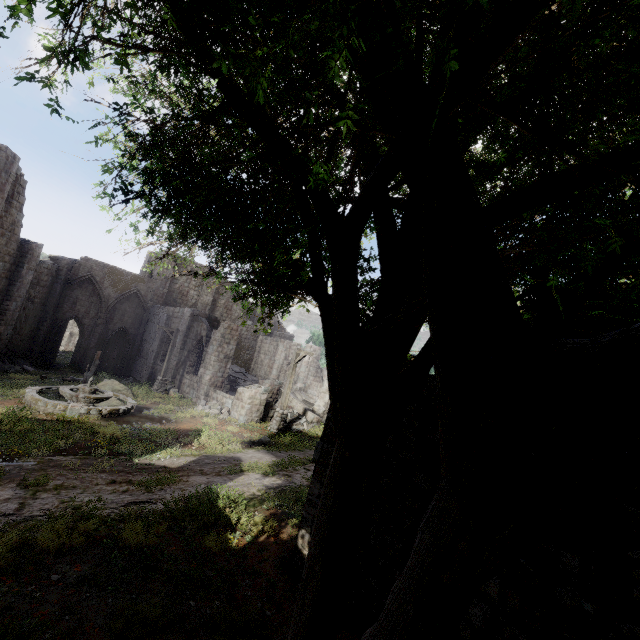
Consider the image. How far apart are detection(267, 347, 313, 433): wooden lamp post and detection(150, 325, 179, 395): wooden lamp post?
Result: 8.7 meters

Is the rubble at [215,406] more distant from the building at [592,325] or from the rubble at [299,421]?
the rubble at [299,421]

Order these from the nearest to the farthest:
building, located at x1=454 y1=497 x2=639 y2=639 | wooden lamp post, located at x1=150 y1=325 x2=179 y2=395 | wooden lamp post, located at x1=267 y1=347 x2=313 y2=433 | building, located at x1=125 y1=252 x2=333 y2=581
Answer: building, located at x1=454 y1=497 x2=639 y2=639 < building, located at x1=125 y1=252 x2=333 y2=581 < wooden lamp post, located at x1=267 y1=347 x2=313 y2=433 < wooden lamp post, located at x1=150 y1=325 x2=179 y2=395

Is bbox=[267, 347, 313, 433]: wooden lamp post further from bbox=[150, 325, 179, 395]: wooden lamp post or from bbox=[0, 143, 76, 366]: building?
bbox=[150, 325, 179, 395]: wooden lamp post

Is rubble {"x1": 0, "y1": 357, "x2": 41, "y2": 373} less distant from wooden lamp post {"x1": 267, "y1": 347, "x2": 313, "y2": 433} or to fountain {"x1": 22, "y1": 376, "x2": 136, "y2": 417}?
fountain {"x1": 22, "y1": 376, "x2": 136, "y2": 417}

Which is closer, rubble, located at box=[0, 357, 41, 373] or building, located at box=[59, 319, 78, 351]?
rubble, located at box=[0, 357, 41, 373]

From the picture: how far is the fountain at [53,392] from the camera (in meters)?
12.73

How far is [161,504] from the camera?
7.96m
